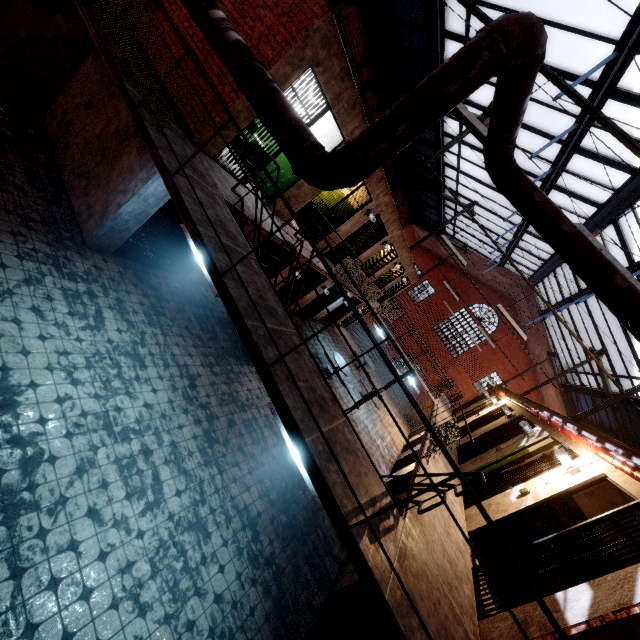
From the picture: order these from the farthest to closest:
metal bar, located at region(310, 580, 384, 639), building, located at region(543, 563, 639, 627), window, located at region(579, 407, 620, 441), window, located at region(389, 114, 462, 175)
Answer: window, located at region(579, 407, 620, 441)
window, located at region(389, 114, 462, 175)
metal bar, located at region(310, 580, 384, 639)
building, located at region(543, 563, 639, 627)

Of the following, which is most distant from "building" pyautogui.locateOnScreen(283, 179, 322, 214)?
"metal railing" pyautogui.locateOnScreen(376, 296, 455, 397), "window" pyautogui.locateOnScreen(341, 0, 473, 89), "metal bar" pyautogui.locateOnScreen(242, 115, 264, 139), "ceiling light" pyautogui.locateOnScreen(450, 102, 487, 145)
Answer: "window" pyautogui.locateOnScreen(341, 0, 473, 89)

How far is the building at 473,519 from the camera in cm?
561

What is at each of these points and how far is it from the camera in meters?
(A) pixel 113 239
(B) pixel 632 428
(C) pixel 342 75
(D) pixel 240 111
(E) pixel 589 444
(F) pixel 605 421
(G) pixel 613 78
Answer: (A) building, 6.5
(B) window, 12.3
(C) building, 6.0
(D) building, 5.6
(E) pipe, 5.5
(F) window, 14.5
(G) window, 6.6

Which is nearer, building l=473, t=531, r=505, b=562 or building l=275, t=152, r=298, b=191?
building l=473, t=531, r=505, b=562

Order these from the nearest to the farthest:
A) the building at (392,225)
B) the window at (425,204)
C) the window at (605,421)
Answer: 1. the building at (392,225)
2. the window at (605,421)
3. the window at (425,204)

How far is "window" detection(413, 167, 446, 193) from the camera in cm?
1527
